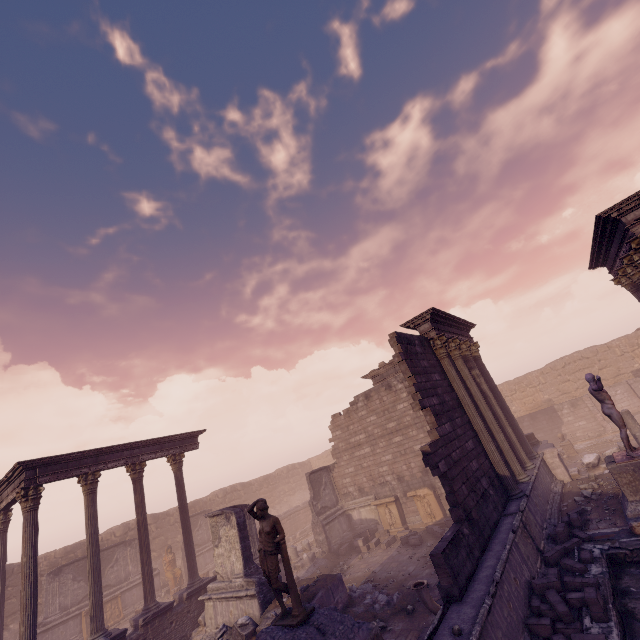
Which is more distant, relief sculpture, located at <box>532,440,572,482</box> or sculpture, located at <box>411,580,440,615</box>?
relief sculpture, located at <box>532,440,572,482</box>

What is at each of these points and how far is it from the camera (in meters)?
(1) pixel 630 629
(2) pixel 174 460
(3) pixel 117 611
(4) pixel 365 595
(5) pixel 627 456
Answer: (1) pool, 5.71
(2) column, 15.70
(3) relief sculpture, 17.52
(4) building debris, 10.66
(5) sculpture, 8.57

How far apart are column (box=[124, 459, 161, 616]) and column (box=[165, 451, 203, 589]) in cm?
108

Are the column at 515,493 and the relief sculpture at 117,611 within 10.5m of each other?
no

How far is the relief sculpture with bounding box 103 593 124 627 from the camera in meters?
17.1

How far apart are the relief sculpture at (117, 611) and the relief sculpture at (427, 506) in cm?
1683

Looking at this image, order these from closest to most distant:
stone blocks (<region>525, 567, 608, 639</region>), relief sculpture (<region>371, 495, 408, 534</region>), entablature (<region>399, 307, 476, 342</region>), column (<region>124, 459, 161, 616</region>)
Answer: stone blocks (<region>525, 567, 608, 639</region>) → entablature (<region>399, 307, 476, 342</region>) → column (<region>124, 459, 161, 616</region>) → relief sculpture (<region>371, 495, 408, 534</region>)

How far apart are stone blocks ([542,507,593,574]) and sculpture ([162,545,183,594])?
20.5 meters
